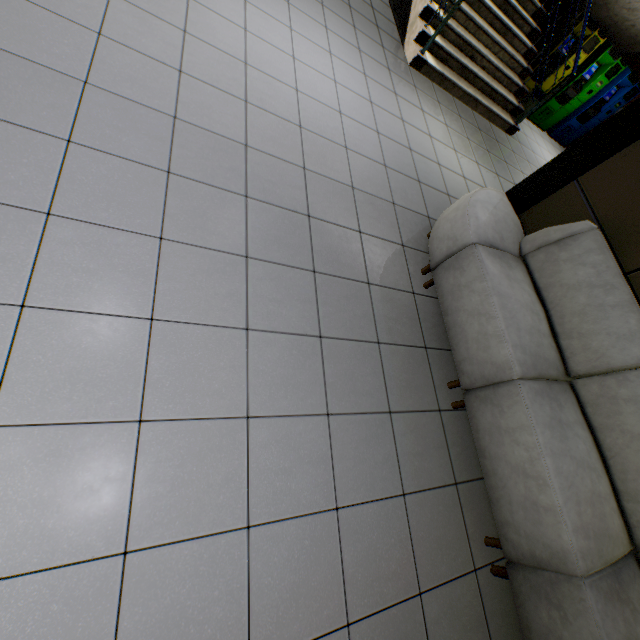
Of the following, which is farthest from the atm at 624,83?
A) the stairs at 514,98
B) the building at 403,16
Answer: the building at 403,16

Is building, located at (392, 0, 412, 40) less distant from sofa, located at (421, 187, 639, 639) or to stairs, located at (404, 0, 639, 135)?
stairs, located at (404, 0, 639, 135)

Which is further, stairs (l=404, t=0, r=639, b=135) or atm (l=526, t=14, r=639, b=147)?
atm (l=526, t=14, r=639, b=147)

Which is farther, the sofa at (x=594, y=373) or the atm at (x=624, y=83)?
the atm at (x=624, y=83)

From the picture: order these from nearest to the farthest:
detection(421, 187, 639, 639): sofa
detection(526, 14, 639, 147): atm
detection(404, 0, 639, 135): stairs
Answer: detection(421, 187, 639, 639): sofa → detection(404, 0, 639, 135): stairs → detection(526, 14, 639, 147): atm

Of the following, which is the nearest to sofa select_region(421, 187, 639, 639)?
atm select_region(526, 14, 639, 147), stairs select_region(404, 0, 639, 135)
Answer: stairs select_region(404, 0, 639, 135)

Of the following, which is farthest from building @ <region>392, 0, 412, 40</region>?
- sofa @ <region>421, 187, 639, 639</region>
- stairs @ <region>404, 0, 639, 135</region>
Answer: sofa @ <region>421, 187, 639, 639</region>

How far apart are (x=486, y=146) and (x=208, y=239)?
5.2m
